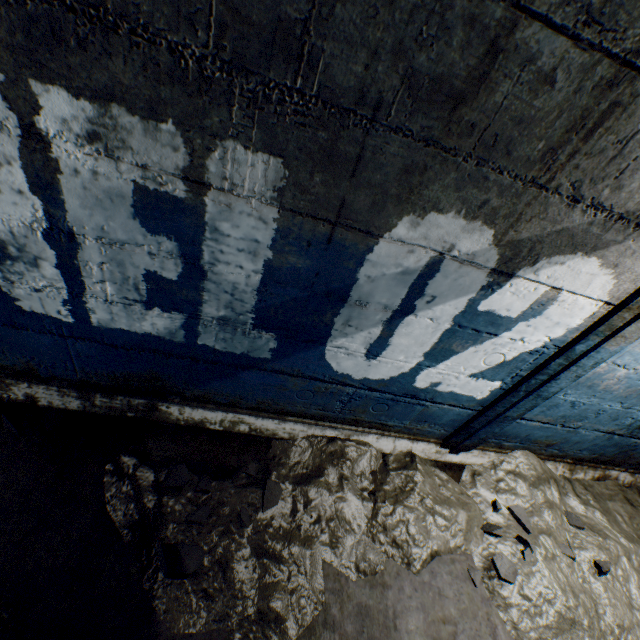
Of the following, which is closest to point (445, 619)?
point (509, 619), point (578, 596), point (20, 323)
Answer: point (509, 619)

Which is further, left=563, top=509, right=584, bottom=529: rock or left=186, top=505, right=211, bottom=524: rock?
left=563, top=509, right=584, bottom=529: rock

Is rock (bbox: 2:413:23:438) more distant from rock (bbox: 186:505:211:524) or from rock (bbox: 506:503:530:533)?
rock (bbox: 506:503:530:533)

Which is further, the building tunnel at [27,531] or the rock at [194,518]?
the rock at [194,518]

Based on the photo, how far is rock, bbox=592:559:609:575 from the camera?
2.1m

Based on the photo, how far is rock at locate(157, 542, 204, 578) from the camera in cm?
150

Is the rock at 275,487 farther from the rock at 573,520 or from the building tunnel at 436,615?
the rock at 573,520

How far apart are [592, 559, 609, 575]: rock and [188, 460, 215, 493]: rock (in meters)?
2.40
